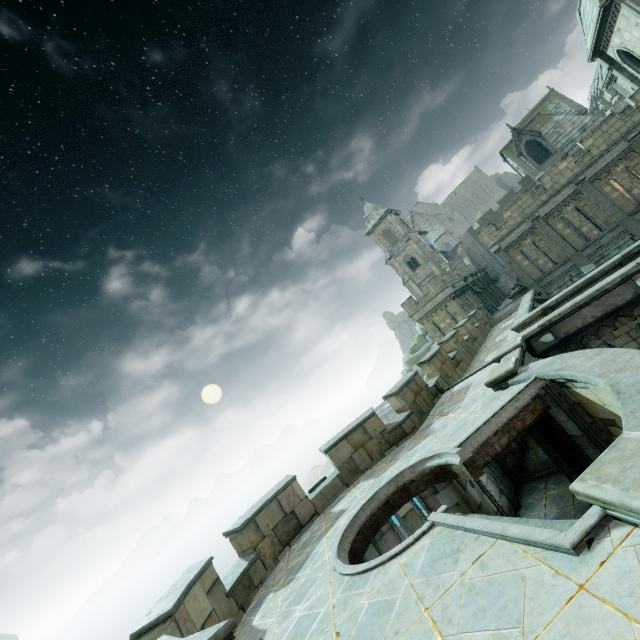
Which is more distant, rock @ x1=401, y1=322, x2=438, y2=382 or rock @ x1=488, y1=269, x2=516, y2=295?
rock @ x1=401, y1=322, x2=438, y2=382

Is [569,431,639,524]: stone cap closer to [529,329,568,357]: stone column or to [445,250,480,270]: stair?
[529,329,568,357]: stone column

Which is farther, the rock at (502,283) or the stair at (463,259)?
the stair at (463,259)

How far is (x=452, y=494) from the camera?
10.5m

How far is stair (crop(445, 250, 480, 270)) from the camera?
43.6 meters

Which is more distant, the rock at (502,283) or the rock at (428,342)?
the rock at (428,342)

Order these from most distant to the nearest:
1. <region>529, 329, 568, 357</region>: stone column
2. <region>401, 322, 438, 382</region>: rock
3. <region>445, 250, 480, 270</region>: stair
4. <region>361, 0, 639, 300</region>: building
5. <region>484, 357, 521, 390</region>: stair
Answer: <region>401, 322, 438, 382</region>: rock
<region>445, 250, 480, 270</region>: stair
<region>361, 0, 639, 300</region>: building
<region>529, 329, 568, 357</region>: stone column
<region>484, 357, 521, 390</region>: stair

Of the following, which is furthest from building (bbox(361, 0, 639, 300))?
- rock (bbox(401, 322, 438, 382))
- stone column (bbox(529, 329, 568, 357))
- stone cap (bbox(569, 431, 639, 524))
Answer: stone cap (bbox(569, 431, 639, 524))
